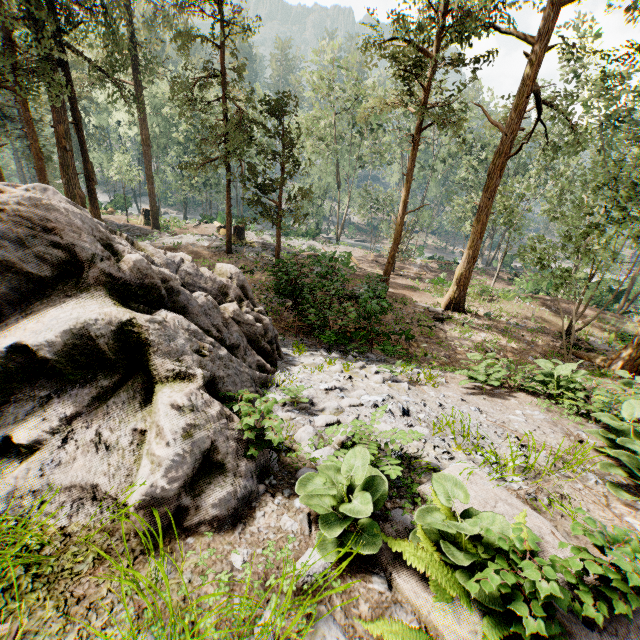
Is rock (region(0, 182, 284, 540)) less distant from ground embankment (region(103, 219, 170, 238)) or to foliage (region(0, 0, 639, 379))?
foliage (region(0, 0, 639, 379))

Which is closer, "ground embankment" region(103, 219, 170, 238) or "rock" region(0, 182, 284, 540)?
"rock" region(0, 182, 284, 540)

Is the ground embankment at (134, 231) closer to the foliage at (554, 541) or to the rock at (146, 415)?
the foliage at (554, 541)

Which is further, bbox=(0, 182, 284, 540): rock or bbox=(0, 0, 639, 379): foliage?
bbox=(0, 0, 639, 379): foliage

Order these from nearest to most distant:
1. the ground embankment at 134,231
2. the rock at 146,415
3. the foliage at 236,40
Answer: the rock at 146,415, the foliage at 236,40, the ground embankment at 134,231

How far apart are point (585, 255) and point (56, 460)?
19.7m

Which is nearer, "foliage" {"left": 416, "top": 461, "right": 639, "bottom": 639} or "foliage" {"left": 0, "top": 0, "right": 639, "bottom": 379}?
"foliage" {"left": 416, "top": 461, "right": 639, "bottom": 639}
